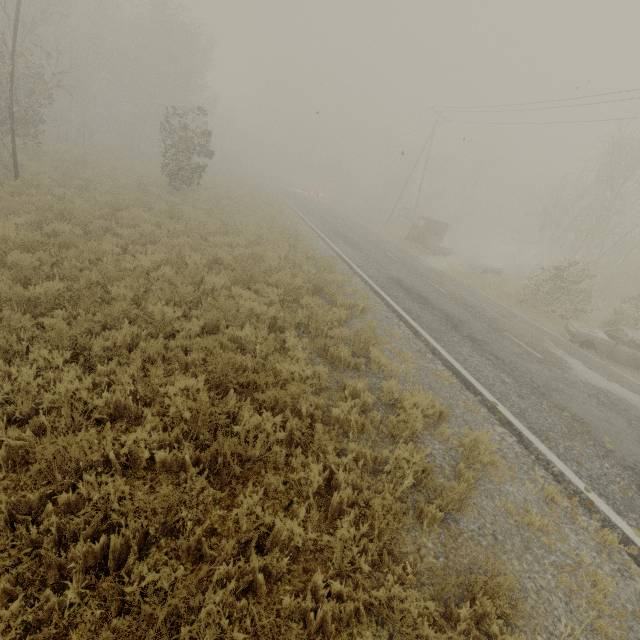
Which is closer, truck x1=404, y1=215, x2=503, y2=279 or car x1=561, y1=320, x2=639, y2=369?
car x1=561, y1=320, x2=639, y2=369

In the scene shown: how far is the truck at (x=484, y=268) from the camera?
22.3m

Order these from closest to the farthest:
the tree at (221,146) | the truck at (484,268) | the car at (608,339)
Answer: the car at (608,339) → the truck at (484,268) → the tree at (221,146)

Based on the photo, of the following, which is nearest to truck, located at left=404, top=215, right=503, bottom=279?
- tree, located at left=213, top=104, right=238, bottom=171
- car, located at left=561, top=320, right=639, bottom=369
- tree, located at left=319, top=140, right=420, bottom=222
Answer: car, located at left=561, top=320, right=639, bottom=369

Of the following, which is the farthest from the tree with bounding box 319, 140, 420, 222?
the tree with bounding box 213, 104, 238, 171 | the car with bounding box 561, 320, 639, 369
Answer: the car with bounding box 561, 320, 639, 369

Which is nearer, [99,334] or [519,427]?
[99,334]

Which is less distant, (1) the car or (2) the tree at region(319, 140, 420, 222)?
(1) the car

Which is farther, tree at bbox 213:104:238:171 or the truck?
tree at bbox 213:104:238:171
